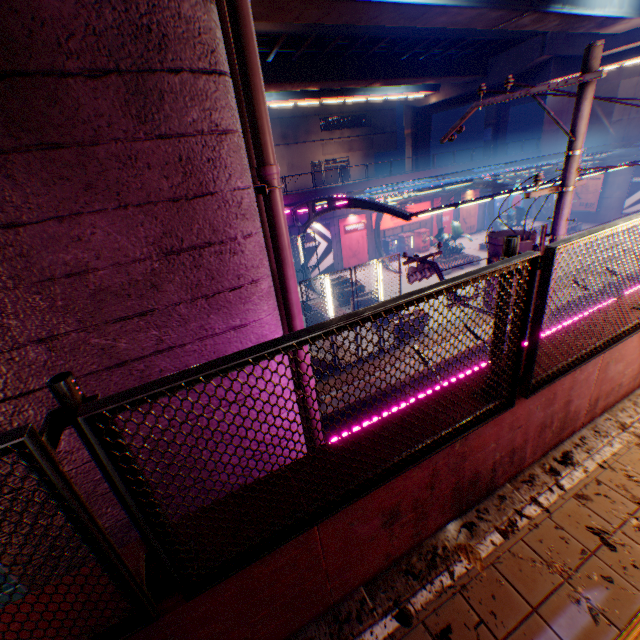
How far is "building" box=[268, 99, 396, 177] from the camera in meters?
41.9

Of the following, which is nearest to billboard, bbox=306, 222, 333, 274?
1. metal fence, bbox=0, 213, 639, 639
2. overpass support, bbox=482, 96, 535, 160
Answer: metal fence, bbox=0, 213, 639, 639

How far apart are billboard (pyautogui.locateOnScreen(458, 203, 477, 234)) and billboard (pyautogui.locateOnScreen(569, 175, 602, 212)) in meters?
9.4 m

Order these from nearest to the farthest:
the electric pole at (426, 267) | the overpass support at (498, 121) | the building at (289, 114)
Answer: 1. the electric pole at (426, 267)
2. the overpass support at (498, 121)
3. the building at (289, 114)

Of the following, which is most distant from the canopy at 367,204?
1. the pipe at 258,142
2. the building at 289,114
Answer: the building at 289,114

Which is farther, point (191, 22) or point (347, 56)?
point (347, 56)

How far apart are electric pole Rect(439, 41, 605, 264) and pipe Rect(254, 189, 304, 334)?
4.36m

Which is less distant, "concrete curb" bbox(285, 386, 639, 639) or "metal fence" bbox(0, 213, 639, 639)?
"metal fence" bbox(0, 213, 639, 639)
